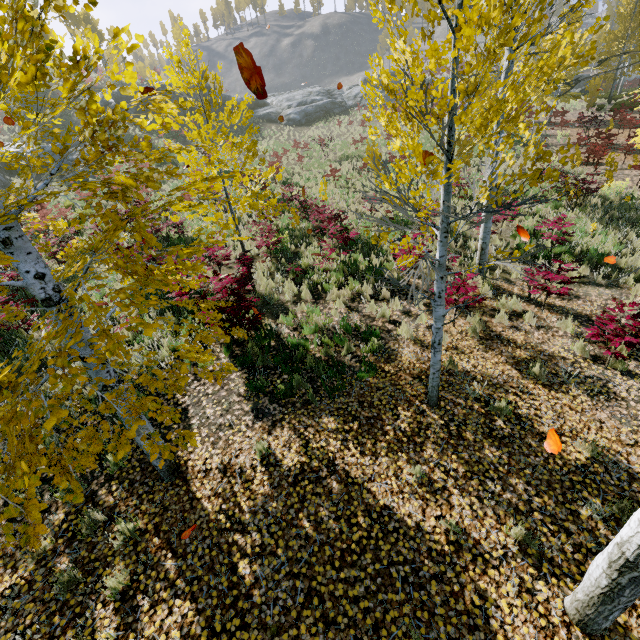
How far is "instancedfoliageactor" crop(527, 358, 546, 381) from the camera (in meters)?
5.58

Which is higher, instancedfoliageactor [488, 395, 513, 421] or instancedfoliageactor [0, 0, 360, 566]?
instancedfoliageactor [0, 0, 360, 566]

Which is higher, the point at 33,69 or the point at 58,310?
the point at 33,69

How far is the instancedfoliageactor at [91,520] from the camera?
4.0 meters

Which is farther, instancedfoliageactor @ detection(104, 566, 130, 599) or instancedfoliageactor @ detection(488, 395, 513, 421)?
instancedfoliageactor @ detection(488, 395, 513, 421)

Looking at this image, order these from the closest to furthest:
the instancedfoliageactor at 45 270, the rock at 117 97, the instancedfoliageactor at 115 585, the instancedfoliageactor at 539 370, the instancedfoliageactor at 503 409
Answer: the instancedfoliageactor at 45 270
the instancedfoliageactor at 115 585
the instancedfoliageactor at 503 409
the instancedfoliageactor at 539 370
the rock at 117 97

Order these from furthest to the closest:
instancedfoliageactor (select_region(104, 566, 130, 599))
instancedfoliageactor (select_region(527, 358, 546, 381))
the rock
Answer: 1. the rock
2. instancedfoliageactor (select_region(527, 358, 546, 381))
3. instancedfoliageactor (select_region(104, 566, 130, 599))
